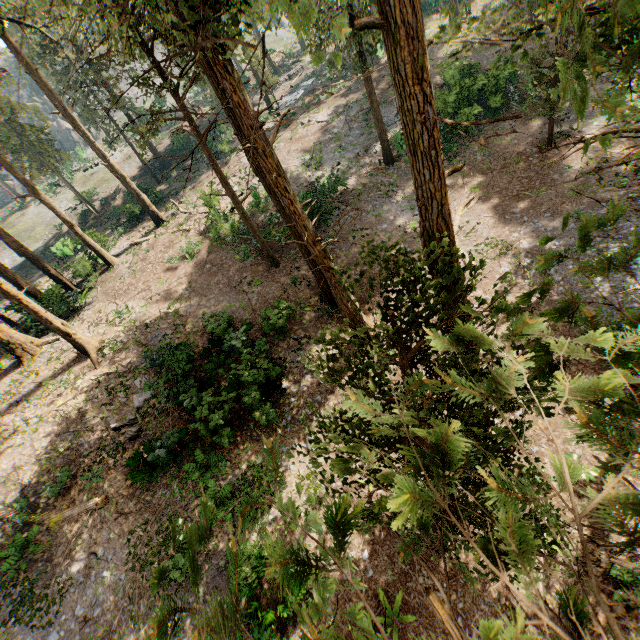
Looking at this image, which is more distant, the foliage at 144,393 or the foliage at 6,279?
the foliage at 6,279

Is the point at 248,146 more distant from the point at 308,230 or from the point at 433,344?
the point at 433,344

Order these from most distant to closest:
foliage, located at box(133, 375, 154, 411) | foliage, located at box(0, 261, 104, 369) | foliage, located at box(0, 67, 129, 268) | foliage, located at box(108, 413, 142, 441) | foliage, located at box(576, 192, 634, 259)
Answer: foliage, located at box(0, 67, 129, 268) → foliage, located at box(0, 261, 104, 369) → foliage, located at box(133, 375, 154, 411) → foliage, located at box(108, 413, 142, 441) → foliage, located at box(576, 192, 634, 259)

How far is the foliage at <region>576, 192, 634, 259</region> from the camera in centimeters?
167cm
